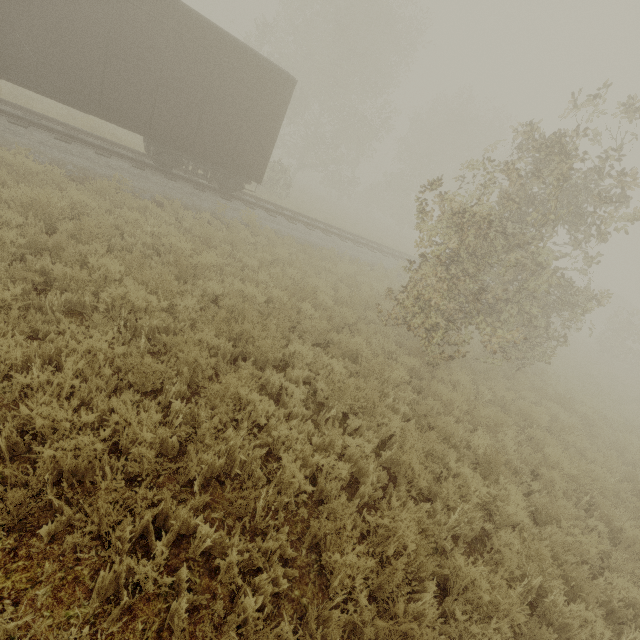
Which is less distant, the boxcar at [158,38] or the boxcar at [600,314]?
the boxcar at [158,38]

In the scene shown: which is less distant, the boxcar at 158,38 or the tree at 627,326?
the boxcar at 158,38

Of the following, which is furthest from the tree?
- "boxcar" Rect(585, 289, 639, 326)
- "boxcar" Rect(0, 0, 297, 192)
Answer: "boxcar" Rect(0, 0, 297, 192)

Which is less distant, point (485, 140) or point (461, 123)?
point (461, 123)

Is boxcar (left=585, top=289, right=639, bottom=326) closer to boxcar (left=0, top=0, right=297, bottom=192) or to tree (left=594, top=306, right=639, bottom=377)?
tree (left=594, top=306, right=639, bottom=377)
